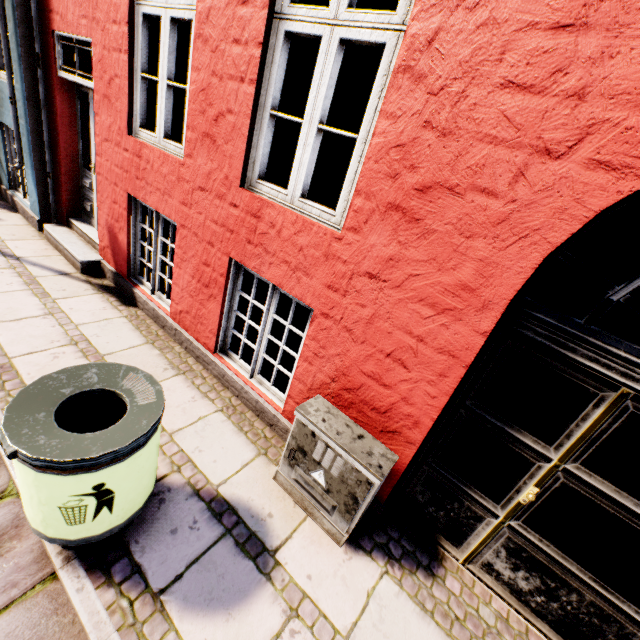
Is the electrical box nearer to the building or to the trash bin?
the building

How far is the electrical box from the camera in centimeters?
220cm

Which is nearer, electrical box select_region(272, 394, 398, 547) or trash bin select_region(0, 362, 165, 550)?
trash bin select_region(0, 362, 165, 550)

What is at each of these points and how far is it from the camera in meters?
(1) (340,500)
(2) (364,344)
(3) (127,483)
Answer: (1) electrical box, 2.3
(2) building, 2.4
(3) trash bin, 1.8

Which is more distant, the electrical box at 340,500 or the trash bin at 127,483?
the electrical box at 340,500

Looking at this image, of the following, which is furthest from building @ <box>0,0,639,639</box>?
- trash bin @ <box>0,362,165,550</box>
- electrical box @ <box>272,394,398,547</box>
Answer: trash bin @ <box>0,362,165,550</box>

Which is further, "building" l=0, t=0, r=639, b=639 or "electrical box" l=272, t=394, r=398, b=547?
"electrical box" l=272, t=394, r=398, b=547

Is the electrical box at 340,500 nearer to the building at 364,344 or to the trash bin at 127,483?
the building at 364,344
